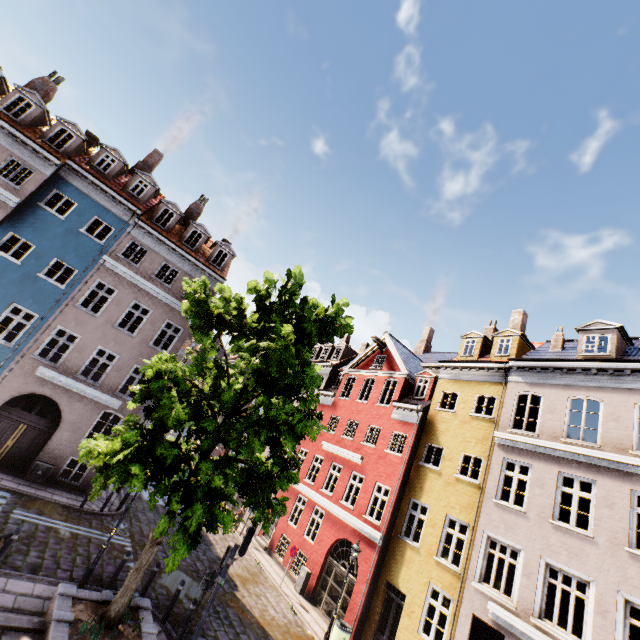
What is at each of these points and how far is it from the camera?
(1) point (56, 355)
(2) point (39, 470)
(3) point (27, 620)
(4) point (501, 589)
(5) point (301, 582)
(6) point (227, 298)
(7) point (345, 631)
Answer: (1) building, 20.7 meters
(2) electrical box, 14.8 meters
(3) stairs, 7.0 meters
(4) building, 11.4 meters
(5) electrical box, 16.7 meters
(6) tree, 11.4 meters
(7) trash bin, 12.7 meters

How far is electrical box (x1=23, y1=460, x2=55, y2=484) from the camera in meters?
14.6

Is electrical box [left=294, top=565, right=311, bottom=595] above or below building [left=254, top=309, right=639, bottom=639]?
below

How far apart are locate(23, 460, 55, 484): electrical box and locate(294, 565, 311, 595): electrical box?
13.3m

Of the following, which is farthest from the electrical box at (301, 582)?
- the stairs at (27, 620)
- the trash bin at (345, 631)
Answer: the stairs at (27, 620)

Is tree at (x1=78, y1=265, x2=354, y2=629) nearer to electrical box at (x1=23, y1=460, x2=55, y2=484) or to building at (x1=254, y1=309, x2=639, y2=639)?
building at (x1=254, y1=309, x2=639, y2=639)

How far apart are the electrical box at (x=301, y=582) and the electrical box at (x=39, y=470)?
13.3m

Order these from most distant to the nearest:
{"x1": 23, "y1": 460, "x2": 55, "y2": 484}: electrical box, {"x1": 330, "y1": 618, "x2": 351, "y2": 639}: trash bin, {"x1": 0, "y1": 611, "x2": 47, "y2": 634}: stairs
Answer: {"x1": 23, "y1": 460, "x2": 55, "y2": 484}: electrical box → {"x1": 330, "y1": 618, "x2": 351, "y2": 639}: trash bin → {"x1": 0, "y1": 611, "x2": 47, "y2": 634}: stairs
